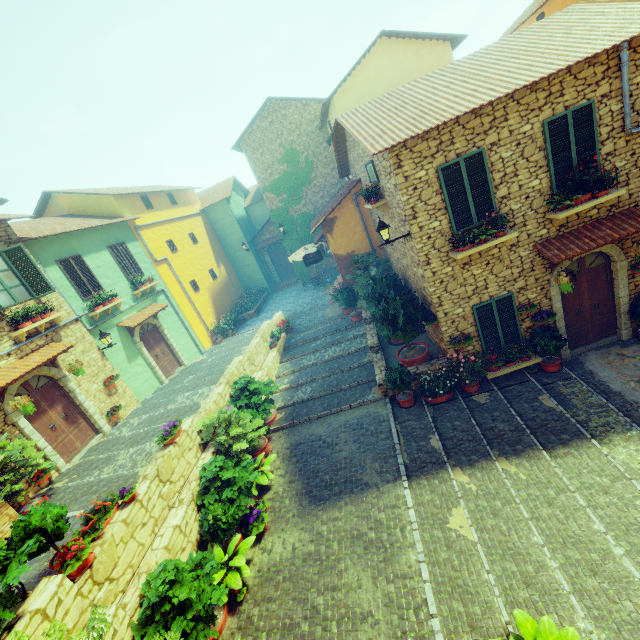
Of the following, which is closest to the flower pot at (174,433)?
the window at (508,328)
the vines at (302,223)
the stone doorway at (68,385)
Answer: the stone doorway at (68,385)

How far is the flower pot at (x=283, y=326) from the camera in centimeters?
1509cm

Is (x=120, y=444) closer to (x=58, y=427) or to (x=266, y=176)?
(x=58, y=427)

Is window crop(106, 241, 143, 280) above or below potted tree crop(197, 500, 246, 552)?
above

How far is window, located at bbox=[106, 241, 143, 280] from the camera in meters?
14.3

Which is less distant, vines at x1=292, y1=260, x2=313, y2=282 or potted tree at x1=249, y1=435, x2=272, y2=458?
potted tree at x1=249, y1=435, x2=272, y2=458

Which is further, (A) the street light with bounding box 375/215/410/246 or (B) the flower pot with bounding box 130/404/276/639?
(A) the street light with bounding box 375/215/410/246

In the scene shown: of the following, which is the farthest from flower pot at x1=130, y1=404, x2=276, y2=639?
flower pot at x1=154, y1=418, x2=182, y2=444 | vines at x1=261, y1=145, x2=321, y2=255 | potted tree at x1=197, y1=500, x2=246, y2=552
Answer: vines at x1=261, y1=145, x2=321, y2=255
